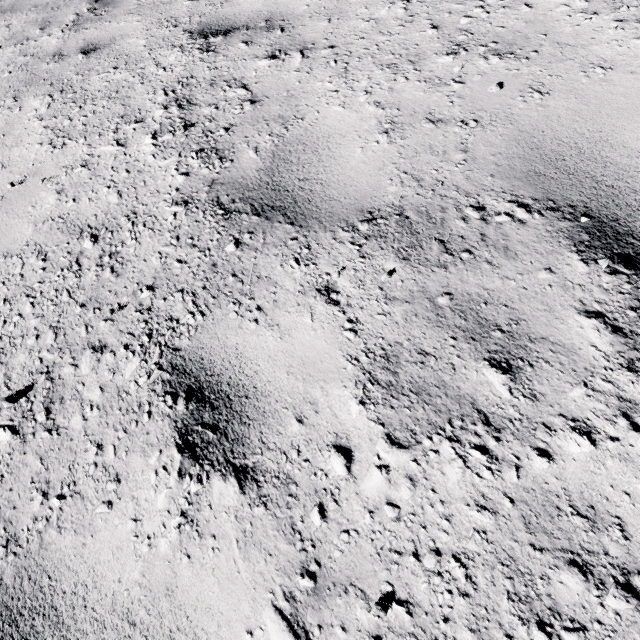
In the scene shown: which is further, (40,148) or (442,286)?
(40,148)
